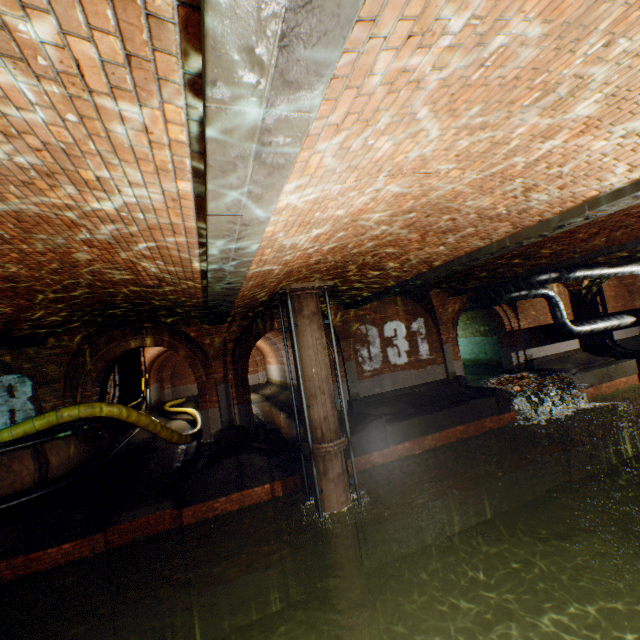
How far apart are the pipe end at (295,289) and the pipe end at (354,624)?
8.17m

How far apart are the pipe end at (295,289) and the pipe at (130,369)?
8.25m

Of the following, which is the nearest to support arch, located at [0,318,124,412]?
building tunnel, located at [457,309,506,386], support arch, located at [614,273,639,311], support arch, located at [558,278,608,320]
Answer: building tunnel, located at [457,309,506,386]

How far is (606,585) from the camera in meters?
9.4 m

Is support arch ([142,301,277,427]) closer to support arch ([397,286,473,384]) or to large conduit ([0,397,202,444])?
A: large conduit ([0,397,202,444])

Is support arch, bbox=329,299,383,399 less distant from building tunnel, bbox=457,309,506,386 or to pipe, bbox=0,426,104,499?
building tunnel, bbox=457,309,506,386

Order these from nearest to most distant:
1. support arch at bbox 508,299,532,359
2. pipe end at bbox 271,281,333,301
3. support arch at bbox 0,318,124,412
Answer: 1. pipe end at bbox 271,281,333,301
2. support arch at bbox 0,318,124,412
3. support arch at bbox 508,299,532,359

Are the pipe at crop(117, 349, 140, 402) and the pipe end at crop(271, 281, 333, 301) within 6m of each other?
no
